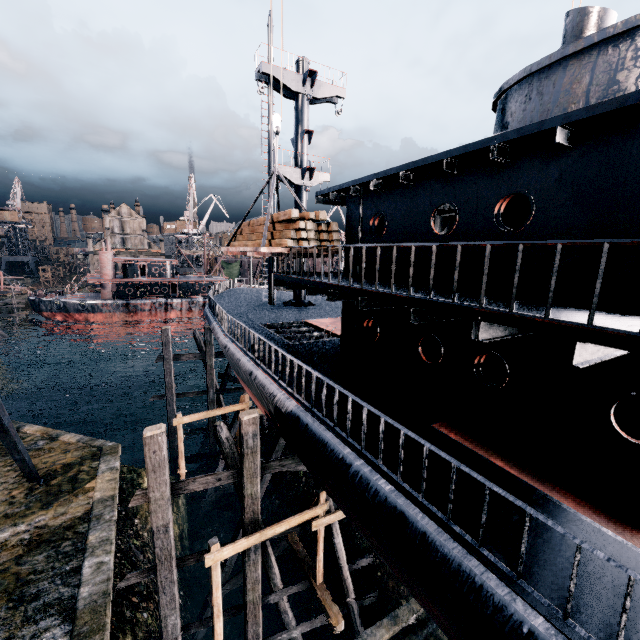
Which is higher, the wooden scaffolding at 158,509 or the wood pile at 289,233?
the wood pile at 289,233

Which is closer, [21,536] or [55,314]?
[21,536]

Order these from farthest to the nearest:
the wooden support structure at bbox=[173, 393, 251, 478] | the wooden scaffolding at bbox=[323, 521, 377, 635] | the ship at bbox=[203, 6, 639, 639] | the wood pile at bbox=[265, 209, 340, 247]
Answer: the wooden support structure at bbox=[173, 393, 251, 478] → the wooden scaffolding at bbox=[323, 521, 377, 635] → the wood pile at bbox=[265, 209, 340, 247] → the ship at bbox=[203, 6, 639, 639]

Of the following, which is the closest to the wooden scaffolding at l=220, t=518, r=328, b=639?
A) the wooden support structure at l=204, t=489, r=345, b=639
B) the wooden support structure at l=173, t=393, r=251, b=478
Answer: the wooden support structure at l=204, t=489, r=345, b=639

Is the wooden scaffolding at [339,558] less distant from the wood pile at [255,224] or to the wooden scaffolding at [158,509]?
the wooden scaffolding at [158,509]

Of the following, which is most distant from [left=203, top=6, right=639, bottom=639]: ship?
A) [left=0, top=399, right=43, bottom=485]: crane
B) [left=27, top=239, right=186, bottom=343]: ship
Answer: [left=27, top=239, right=186, bottom=343]: ship

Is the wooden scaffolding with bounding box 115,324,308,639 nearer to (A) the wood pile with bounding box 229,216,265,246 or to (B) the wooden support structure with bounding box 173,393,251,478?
(B) the wooden support structure with bounding box 173,393,251,478

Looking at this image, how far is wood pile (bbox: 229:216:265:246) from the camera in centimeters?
1316cm
